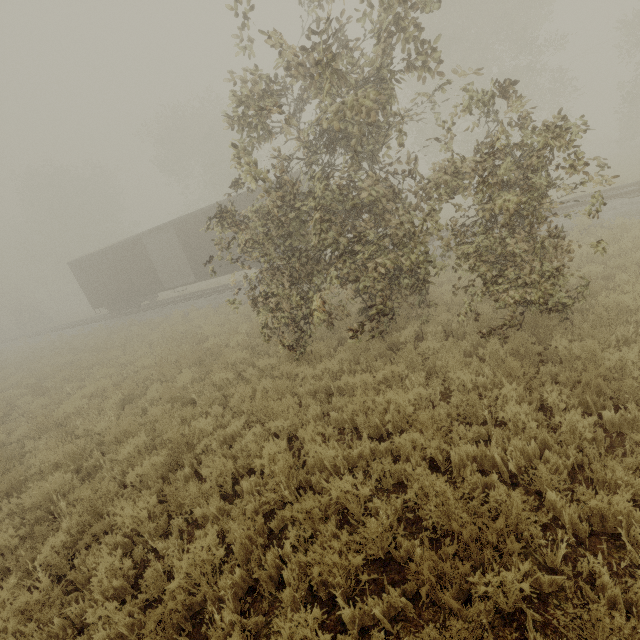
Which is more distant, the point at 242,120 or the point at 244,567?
the point at 242,120

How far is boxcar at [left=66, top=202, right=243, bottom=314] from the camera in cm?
1806

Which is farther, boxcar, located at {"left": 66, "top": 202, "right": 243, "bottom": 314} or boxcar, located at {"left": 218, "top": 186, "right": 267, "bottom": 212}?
boxcar, located at {"left": 66, "top": 202, "right": 243, "bottom": 314}

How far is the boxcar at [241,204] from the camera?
15.8m

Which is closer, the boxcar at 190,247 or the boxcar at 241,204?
the boxcar at 241,204
